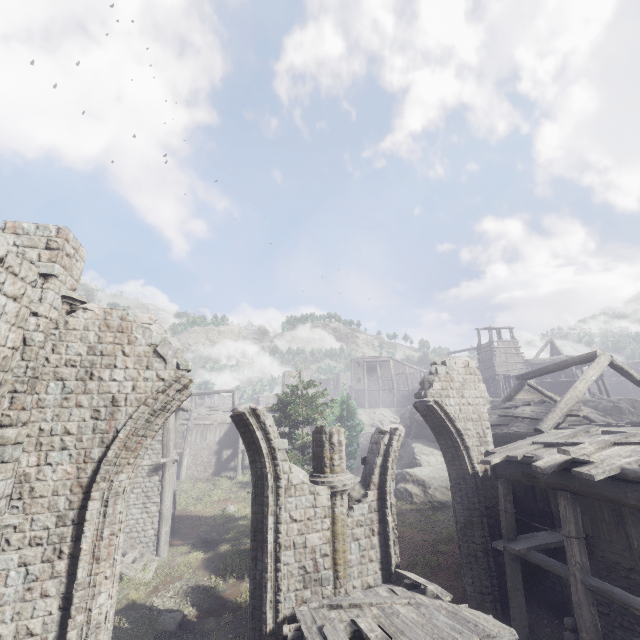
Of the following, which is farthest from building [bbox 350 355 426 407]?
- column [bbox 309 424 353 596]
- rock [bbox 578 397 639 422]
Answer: column [bbox 309 424 353 596]

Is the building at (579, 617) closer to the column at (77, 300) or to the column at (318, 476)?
the column at (77, 300)

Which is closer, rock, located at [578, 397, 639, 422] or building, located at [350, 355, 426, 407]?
rock, located at [578, 397, 639, 422]

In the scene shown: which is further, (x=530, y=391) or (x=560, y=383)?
(x=560, y=383)

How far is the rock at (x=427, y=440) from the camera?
Result: 26.3 meters

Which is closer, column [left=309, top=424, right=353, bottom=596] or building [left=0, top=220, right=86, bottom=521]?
building [left=0, top=220, right=86, bottom=521]

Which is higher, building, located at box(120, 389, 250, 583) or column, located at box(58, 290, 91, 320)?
column, located at box(58, 290, 91, 320)

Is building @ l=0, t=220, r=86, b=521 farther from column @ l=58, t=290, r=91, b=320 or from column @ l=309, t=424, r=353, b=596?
column @ l=309, t=424, r=353, b=596
